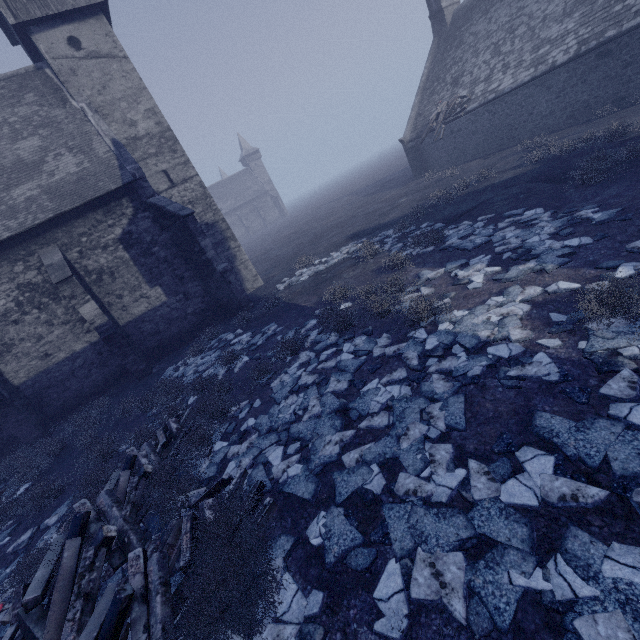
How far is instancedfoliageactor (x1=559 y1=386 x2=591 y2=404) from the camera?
3.70m

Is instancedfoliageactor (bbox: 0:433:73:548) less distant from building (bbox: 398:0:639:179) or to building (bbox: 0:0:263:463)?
building (bbox: 0:0:263:463)

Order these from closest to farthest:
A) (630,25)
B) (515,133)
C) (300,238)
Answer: (630,25) → (515,133) → (300,238)

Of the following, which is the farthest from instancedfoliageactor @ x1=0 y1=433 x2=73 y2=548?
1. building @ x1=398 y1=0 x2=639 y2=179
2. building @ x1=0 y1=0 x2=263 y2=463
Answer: building @ x1=398 y1=0 x2=639 y2=179

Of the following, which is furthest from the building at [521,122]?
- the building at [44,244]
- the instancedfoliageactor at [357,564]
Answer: the building at [44,244]

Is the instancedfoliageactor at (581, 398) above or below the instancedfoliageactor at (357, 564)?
below
